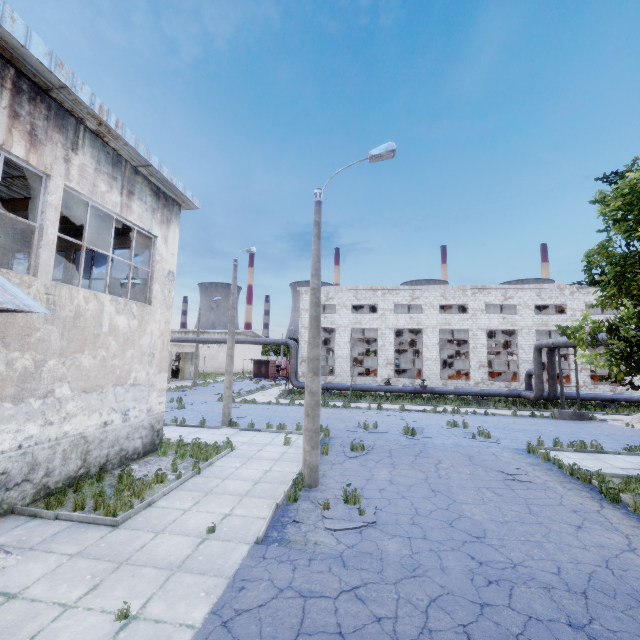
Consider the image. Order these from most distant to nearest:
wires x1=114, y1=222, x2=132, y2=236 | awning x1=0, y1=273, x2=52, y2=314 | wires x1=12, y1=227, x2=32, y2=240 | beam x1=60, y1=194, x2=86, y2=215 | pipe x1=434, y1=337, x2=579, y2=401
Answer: pipe x1=434, y1=337, x2=579, y2=401 < wires x1=12, y1=227, x2=32, y2=240 < wires x1=114, y1=222, x2=132, y2=236 < beam x1=60, y1=194, x2=86, y2=215 < awning x1=0, y1=273, x2=52, y2=314

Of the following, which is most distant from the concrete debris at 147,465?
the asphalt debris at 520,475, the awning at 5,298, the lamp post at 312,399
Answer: the asphalt debris at 520,475

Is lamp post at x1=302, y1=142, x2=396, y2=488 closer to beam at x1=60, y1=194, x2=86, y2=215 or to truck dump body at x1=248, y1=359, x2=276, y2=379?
beam at x1=60, y1=194, x2=86, y2=215

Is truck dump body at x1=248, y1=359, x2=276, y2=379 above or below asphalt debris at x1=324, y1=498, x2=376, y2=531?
above

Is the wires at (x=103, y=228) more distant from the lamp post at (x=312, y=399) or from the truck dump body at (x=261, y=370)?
the truck dump body at (x=261, y=370)

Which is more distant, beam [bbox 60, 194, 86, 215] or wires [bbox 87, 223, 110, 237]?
wires [bbox 87, 223, 110, 237]

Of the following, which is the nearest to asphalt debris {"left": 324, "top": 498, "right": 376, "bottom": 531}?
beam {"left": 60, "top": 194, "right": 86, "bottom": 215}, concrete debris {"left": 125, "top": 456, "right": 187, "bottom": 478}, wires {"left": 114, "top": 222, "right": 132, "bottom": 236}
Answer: concrete debris {"left": 125, "top": 456, "right": 187, "bottom": 478}

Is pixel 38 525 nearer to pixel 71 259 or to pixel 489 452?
pixel 71 259
